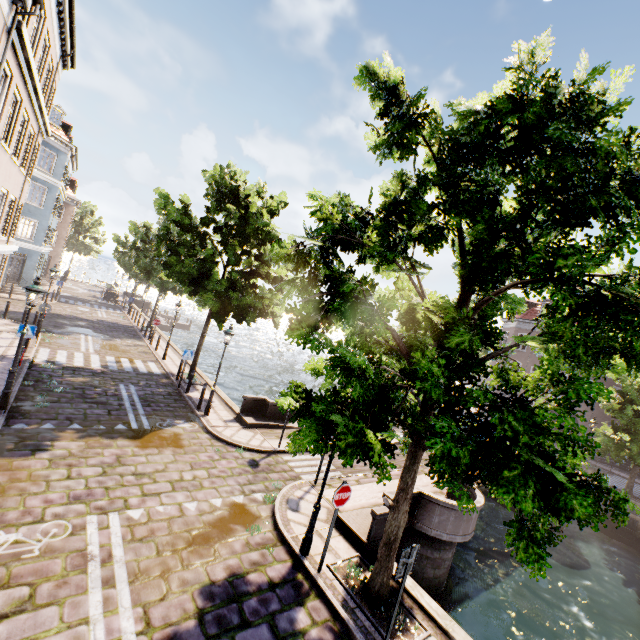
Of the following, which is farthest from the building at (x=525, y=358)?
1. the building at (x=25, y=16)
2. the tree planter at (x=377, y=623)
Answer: the tree planter at (x=377, y=623)

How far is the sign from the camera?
6.57m

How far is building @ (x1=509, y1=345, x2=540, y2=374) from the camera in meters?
32.1 m

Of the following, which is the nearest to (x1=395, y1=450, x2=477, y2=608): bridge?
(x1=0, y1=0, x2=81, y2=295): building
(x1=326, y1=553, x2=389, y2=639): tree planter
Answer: (x1=326, y1=553, x2=389, y2=639): tree planter

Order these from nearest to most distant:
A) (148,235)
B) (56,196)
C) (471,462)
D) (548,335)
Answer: (471,462) → (548,335) → (148,235) → (56,196)

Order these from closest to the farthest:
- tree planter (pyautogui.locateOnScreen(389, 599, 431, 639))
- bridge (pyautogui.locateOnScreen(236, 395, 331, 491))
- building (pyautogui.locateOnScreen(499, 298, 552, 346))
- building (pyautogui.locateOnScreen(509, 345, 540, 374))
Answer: tree planter (pyautogui.locateOnScreen(389, 599, 431, 639))
bridge (pyautogui.locateOnScreen(236, 395, 331, 491))
building (pyautogui.locateOnScreen(509, 345, 540, 374))
building (pyautogui.locateOnScreen(499, 298, 552, 346))

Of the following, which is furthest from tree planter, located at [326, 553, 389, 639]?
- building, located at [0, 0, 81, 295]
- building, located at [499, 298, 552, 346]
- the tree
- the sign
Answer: building, located at [499, 298, 552, 346]

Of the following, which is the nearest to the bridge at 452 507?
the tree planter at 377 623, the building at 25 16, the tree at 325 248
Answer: the tree planter at 377 623
